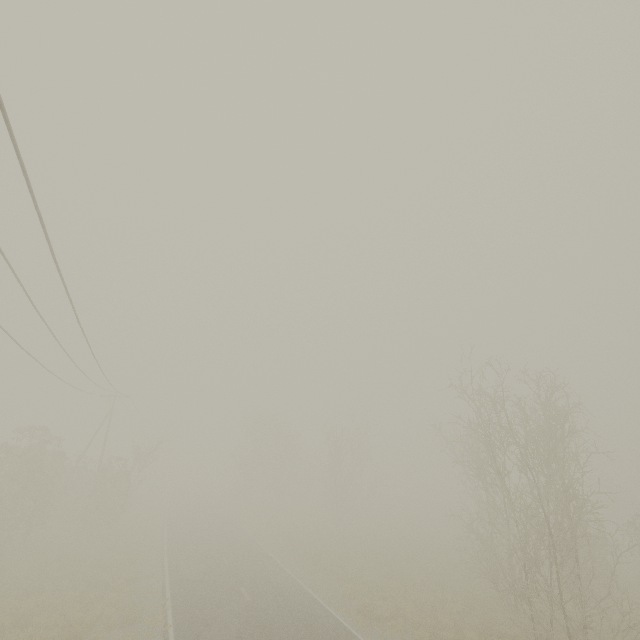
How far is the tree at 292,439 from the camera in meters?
43.1

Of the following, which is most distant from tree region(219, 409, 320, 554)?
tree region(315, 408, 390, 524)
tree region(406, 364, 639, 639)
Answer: tree region(406, 364, 639, 639)

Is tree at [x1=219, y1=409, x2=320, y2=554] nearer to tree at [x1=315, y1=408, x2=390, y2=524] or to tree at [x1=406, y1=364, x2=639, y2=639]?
tree at [x1=315, y1=408, x2=390, y2=524]

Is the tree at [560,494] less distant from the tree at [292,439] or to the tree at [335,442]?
the tree at [335,442]

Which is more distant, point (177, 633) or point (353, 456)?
point (353, 456)

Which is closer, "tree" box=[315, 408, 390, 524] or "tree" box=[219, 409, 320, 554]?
"tree" box=[315, 408, 390, 524]

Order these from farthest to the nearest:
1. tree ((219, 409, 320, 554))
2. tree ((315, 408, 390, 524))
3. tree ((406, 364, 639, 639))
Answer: tree ((219, 409, 320, 554))
tree ((315, 408, 390, 524))
tree ((406, 364, 639, 639))
